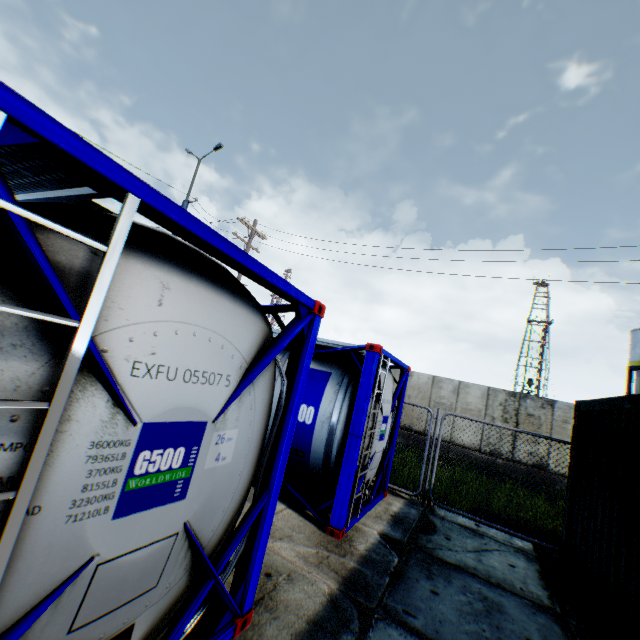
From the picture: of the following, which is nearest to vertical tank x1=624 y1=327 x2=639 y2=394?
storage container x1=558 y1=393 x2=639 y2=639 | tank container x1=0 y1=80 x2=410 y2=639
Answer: storage container x1=558 y1=393 x2=639 y2=639

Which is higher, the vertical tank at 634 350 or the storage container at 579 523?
the vertical tank at 634 350

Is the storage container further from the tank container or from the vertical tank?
the vertical tank

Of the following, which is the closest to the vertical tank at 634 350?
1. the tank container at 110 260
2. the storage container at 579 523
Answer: the storage container at 579 523

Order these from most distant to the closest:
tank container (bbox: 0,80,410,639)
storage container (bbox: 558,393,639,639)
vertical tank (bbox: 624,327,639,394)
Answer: vertical tank (bbox: 624,327,639,394)
storage container (bbox: 558,393,639,639)
tank container (bbox: 0,80,410,639)

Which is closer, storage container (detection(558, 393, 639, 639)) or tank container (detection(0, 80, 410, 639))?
tank container (detection(0, 80, 410, 639))

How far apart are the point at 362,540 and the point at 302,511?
1.1 meters
